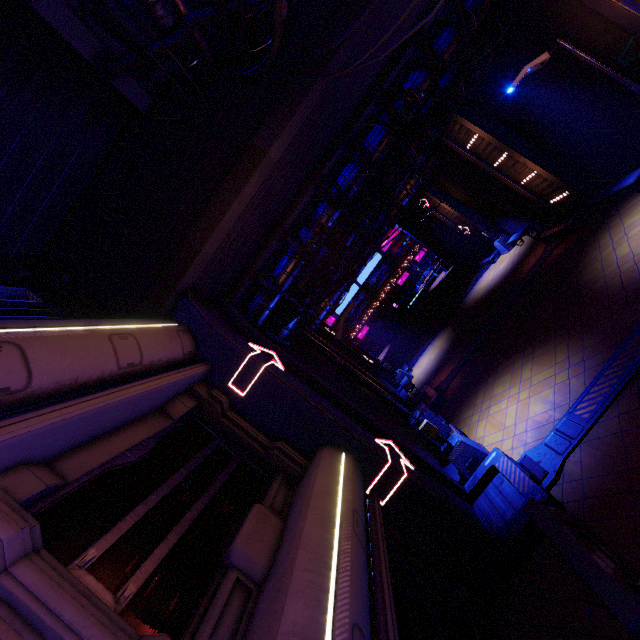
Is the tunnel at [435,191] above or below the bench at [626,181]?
above

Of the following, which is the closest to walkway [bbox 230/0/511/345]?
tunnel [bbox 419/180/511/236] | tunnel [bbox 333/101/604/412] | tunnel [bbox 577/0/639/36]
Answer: tunnel [bbox 577/0/639/36]

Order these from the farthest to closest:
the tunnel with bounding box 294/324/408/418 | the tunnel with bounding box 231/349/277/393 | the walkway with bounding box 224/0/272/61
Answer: the tunnel with bounding box 294/324/408/418 < the tunnel with bounding box 231/349/277/393 < the walkway with bounding box 224/0/272/61

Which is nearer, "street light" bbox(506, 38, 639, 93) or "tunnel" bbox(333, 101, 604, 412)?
"street light" bbox(506, 38, 639, 93)

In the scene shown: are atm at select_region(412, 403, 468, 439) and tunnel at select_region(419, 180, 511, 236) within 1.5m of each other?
no

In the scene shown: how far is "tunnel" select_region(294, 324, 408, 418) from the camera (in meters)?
15.45

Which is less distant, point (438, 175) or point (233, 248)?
point (233, 248)

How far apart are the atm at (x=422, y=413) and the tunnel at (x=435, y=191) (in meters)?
16.68
